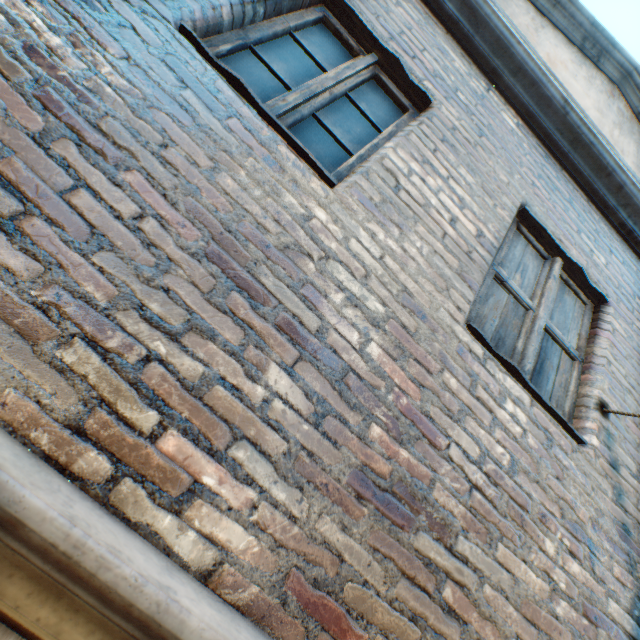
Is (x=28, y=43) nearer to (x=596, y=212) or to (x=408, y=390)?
(x=408, y=390)
